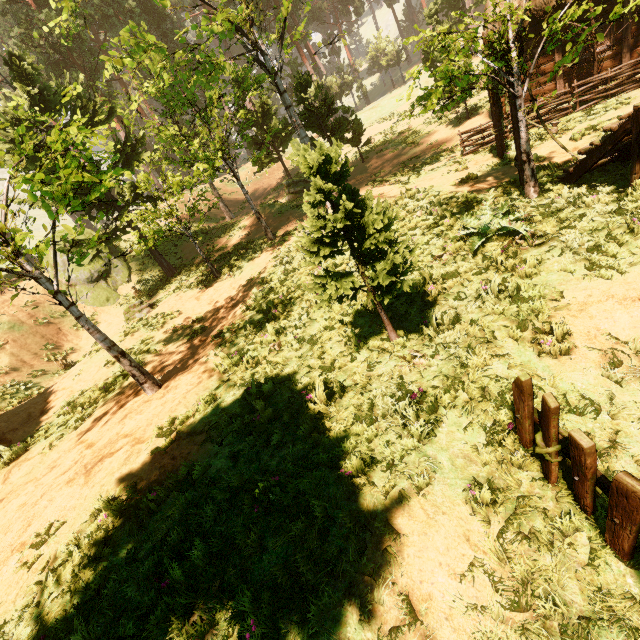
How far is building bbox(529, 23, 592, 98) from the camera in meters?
12.6 m

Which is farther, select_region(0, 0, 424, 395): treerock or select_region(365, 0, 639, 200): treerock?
select_region(365, 0, 639, 200): treerock

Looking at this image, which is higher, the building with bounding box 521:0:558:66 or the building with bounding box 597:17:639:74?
the building with bounding box 521:0:558:66

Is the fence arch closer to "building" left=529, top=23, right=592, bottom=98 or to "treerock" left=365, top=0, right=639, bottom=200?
"building" left=529, top=23, right=592, bottom=98

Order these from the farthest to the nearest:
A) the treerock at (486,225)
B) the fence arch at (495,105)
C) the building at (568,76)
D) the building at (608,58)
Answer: the building at (568,76) → the building at (608,58) → the fence arch at (495,105) → the treerock at (486,225)

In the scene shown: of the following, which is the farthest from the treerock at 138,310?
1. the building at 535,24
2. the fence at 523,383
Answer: the fence at 523,383

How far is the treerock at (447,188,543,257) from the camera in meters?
6.3 m

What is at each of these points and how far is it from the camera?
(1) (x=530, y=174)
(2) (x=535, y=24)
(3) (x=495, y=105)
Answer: (1) treerock, 7.55m
(2) building, 12.63m
(3) fence arch, 10.71m
